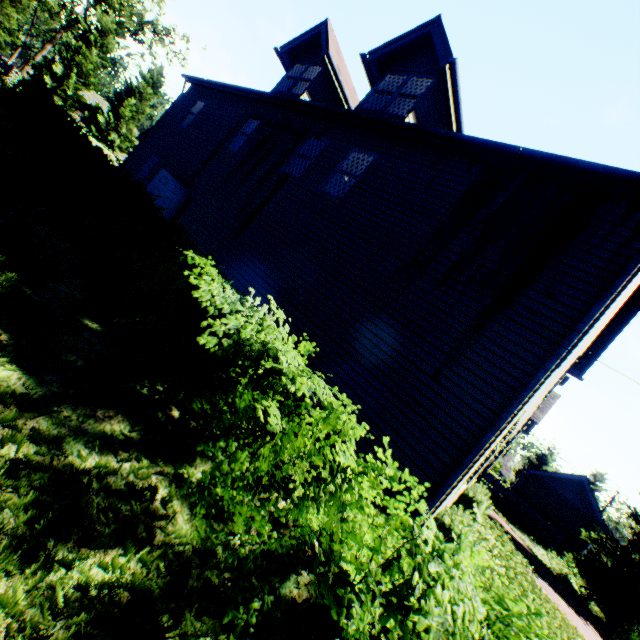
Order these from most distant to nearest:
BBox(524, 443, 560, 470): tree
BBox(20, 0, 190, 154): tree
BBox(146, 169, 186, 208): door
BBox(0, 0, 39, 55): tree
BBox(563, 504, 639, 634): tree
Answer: BBox(524, 443, 560, 470): tree, BBox(20, 0, 190, 154): tree, BBox(0, 0, 39, 55): tree, BBox(563, 504, 639, 634): tree, BBox(146, 169, 186, 208): door

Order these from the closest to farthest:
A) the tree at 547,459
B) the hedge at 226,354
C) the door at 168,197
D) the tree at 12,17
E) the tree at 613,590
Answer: the hedge at 226,354 → the door at 168,197 → the tree at 613,590 → the tree at 12,17 → the tree at 547,459

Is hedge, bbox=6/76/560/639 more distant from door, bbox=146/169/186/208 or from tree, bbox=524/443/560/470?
tree, bbox=524/443/560/470

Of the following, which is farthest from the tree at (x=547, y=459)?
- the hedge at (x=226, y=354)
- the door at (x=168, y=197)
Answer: the door at (x=168, y=197)

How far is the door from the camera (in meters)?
11.84

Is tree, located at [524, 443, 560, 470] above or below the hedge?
above

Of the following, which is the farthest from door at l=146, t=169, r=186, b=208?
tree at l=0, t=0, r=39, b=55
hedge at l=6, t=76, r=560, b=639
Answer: tree at l=0, t=0, r=39, b=55

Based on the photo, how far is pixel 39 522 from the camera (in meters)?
1.80
